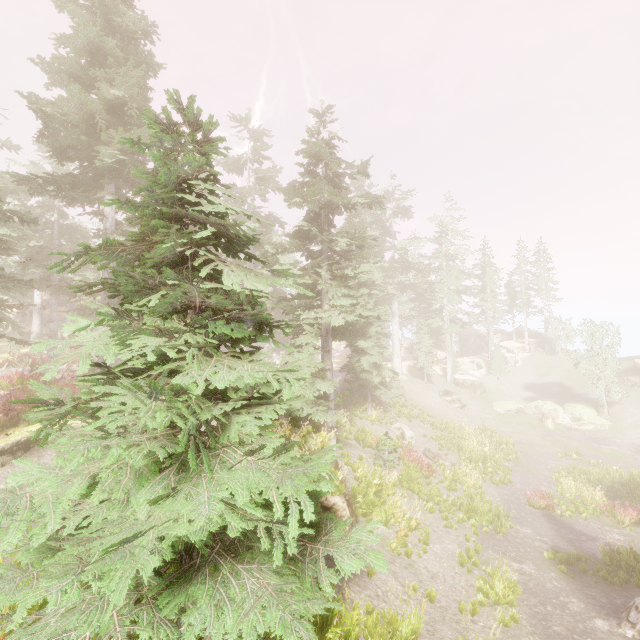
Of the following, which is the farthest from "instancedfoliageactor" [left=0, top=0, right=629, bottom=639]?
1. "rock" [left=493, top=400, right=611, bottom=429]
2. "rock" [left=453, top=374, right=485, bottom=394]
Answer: "rock" [left=493, top=400, right=611, bottom=429]

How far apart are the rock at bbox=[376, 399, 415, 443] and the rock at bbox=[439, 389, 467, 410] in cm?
1219

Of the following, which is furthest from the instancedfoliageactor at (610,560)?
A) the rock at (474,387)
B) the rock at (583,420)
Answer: the rock at (583,420)

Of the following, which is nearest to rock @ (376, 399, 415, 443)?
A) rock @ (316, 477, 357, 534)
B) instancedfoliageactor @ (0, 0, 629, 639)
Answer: instancedfoliageactor @ (0, 0, 629, 639)

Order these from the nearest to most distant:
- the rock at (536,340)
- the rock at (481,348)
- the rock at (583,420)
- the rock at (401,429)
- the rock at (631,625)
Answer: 1. the rock at (631,625)
2. the rock at (401,429)
3. the rock at (583,420)
4. the rock at (481,348)
5. the rock at (536,340)

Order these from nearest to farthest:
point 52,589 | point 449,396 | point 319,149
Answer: point 52,589
point 319,149
point 449,396

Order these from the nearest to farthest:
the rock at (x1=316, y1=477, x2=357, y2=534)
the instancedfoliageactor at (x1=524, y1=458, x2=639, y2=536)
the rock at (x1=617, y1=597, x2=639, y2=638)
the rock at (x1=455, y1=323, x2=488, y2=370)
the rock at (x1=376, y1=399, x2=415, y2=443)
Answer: the rock at (x1=617, y1=597, x2=639, y2=638), the rock at (x1=316, y1=477, x2=357, y2=534), the instancedfoliageactor at (x1=524, y1=458, x2=639, y2=536), the rock at (x1=376, y1=399, x2=415, y2=443), the rock at (x1=455, y1=323, x2=488, y2=370)

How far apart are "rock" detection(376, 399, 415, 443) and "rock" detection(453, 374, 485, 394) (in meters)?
18.31
